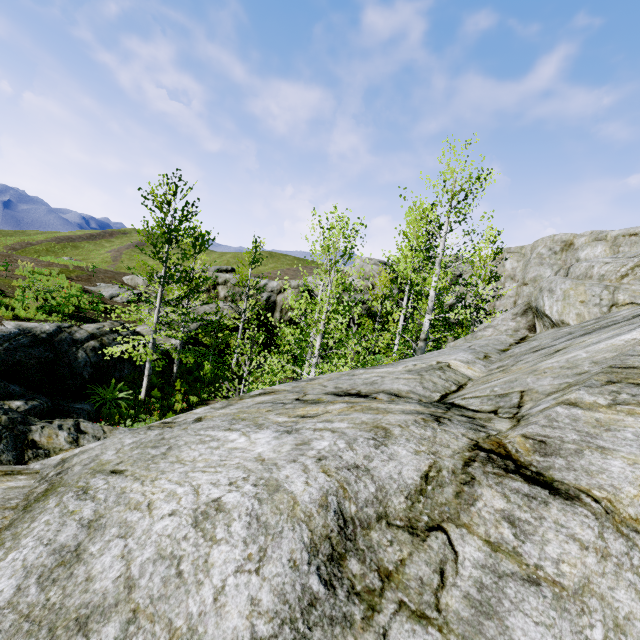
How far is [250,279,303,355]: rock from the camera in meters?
28.2

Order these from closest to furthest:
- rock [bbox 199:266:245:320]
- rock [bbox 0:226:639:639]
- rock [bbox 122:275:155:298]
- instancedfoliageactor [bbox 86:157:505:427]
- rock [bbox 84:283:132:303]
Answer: rock [bbox 0:226:639:639], instancedfoliageactor [bbox 86:157:505:427], rock [bbox 84:283:132:303], rock [bbox 122:275:155:298], rock [bbox 199:266:245:320]

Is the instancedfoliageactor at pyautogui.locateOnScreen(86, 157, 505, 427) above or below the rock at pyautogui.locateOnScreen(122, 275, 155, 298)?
below

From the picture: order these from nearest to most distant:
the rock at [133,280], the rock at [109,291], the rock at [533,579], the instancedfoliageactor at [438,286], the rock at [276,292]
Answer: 1. the rock at [533,579]
2. the instancedfoliageactor at [438,286]
3. the rock at [109,291]
4. the rock at [133,280]
5. the rock at [276,292]

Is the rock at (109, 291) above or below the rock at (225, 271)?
below

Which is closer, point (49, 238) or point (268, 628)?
point (268, 628)
